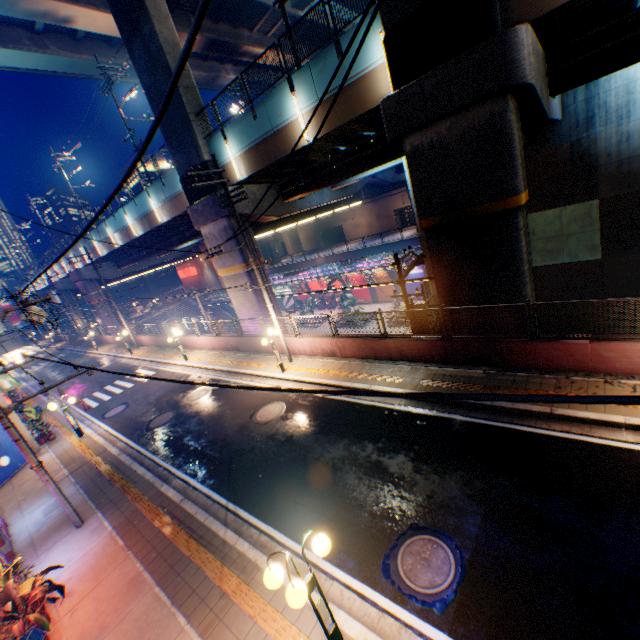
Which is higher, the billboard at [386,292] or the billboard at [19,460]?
the billboard at [19,460]

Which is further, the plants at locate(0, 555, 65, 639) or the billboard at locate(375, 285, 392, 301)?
the billboard at locate(375, 285, 392, 301)

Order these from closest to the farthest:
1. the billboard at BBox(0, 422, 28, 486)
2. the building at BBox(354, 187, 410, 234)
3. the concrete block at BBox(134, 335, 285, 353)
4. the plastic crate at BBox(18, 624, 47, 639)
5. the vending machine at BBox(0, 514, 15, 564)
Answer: the plastic crate at BBox(18, 624, 47, 639) → the vending machine at BBox(0, 514, 15, 564) → the billboard at BBox(0, 422, 28, 486) → the concrete block at BBox(134, 335, 285, 353) → the building at BBox(354, 187, 410, 234)

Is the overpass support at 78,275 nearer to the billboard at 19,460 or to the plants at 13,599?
the billboard at 19,460

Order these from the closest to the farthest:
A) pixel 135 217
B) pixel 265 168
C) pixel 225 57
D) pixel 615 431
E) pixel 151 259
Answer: pixel 615 431
pixel 265 168
pixel 135 217
pixel 225 57
pixel 151 259

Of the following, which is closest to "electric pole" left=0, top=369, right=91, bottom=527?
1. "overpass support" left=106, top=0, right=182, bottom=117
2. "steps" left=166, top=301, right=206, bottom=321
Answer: "overpass support" left=106, top=0, right=182, bottom=117

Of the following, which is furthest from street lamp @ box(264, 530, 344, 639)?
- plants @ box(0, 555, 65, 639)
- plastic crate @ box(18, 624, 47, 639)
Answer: plants @ box(0, 555, 65, 639)

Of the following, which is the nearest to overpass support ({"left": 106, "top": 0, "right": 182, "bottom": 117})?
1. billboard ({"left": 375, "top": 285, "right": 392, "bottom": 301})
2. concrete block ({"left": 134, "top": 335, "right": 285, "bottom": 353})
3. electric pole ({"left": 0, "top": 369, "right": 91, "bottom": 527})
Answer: concrete block ({"left": 134, "top": 335, "right": 285, "bottom": 353})
